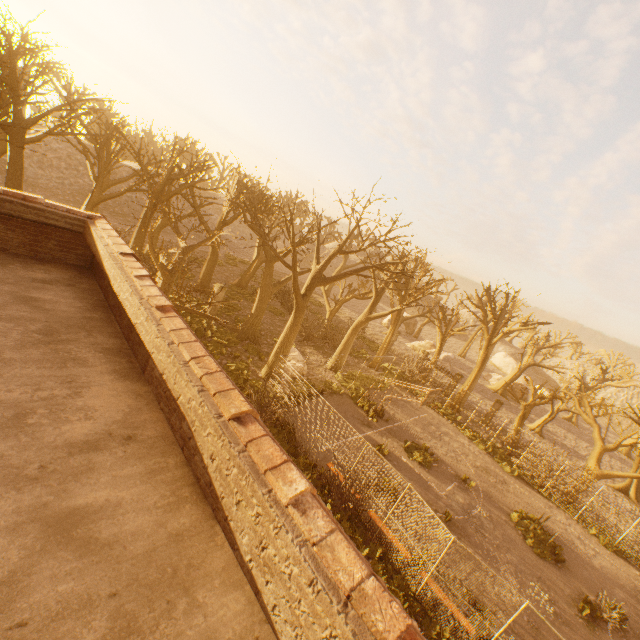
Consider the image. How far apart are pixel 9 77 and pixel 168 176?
7.78m

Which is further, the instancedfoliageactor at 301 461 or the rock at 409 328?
the rock at 409 328

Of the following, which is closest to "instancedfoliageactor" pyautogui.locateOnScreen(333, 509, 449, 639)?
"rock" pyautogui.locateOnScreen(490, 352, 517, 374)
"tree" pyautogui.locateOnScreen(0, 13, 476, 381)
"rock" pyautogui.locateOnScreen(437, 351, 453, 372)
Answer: "tree" pyautogui.locateOnScreen(0, 13, 476, 381)

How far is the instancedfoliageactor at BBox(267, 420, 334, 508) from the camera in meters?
12.8

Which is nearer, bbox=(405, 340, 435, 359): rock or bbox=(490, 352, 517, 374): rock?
bbox=(405, 340, 435, 359): rock

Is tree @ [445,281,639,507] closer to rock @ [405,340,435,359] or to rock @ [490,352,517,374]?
rock @ [405,340,435,359]

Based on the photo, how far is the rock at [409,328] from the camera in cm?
4908

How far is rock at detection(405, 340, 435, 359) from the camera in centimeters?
4050cm
